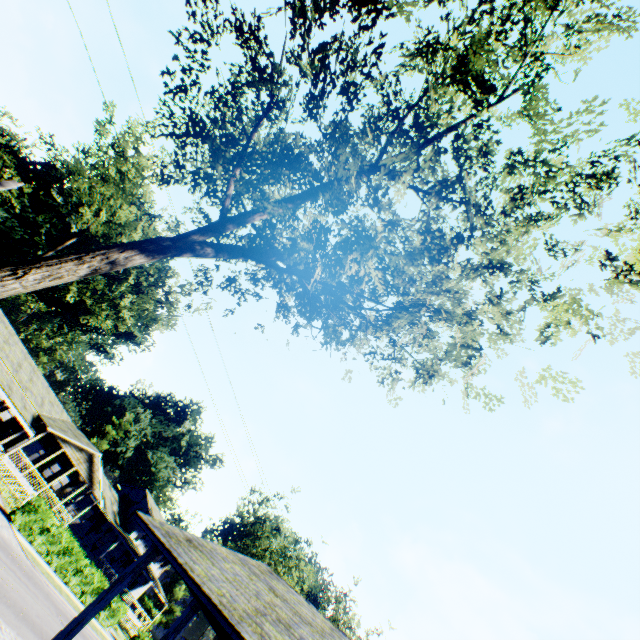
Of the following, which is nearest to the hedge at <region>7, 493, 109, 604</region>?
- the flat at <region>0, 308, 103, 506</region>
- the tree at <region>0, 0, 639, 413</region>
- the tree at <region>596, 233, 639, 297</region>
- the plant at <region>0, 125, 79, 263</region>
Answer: the flat at <region>0, 308, 103, 506</region>

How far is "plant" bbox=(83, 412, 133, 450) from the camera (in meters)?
55.06

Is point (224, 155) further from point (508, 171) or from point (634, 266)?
point (634, 266)

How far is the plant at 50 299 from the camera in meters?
53.6 m

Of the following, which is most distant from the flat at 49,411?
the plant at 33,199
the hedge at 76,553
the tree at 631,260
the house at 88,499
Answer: the tree at 631,260

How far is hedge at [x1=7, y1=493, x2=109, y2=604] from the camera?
22.1m
